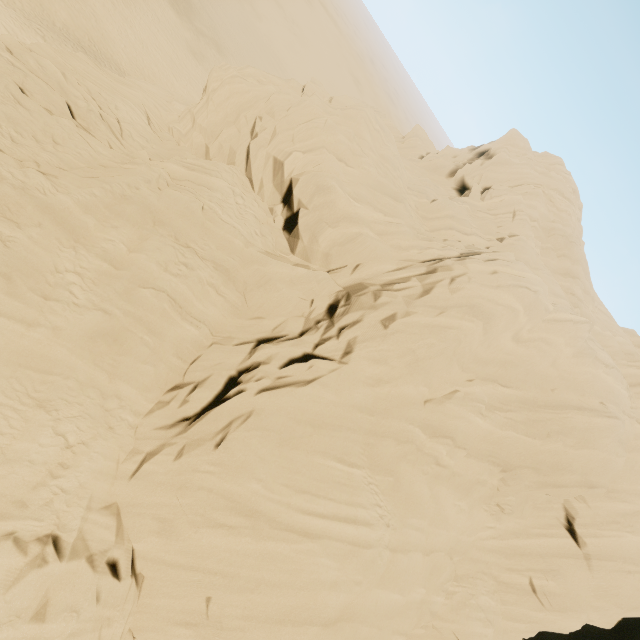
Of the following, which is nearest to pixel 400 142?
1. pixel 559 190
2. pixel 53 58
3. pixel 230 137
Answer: pixel 559 190
